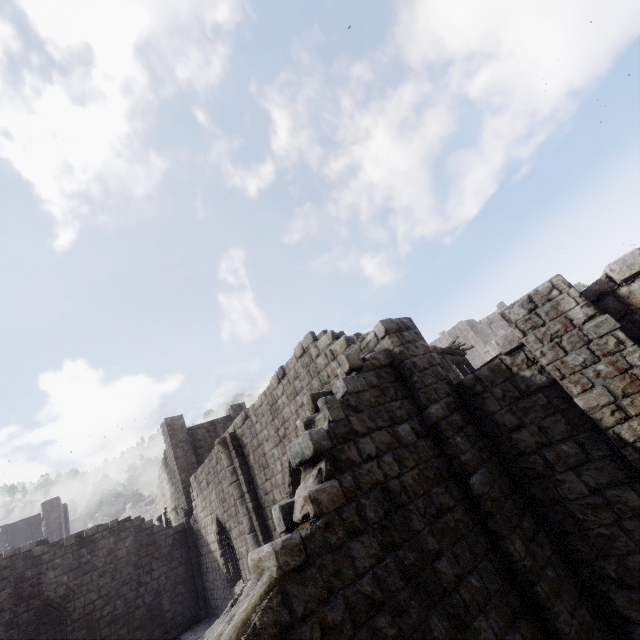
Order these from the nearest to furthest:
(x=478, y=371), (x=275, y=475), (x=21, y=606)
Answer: (x=478, y=371), (x=275, y=475), (x=21, y=606)
